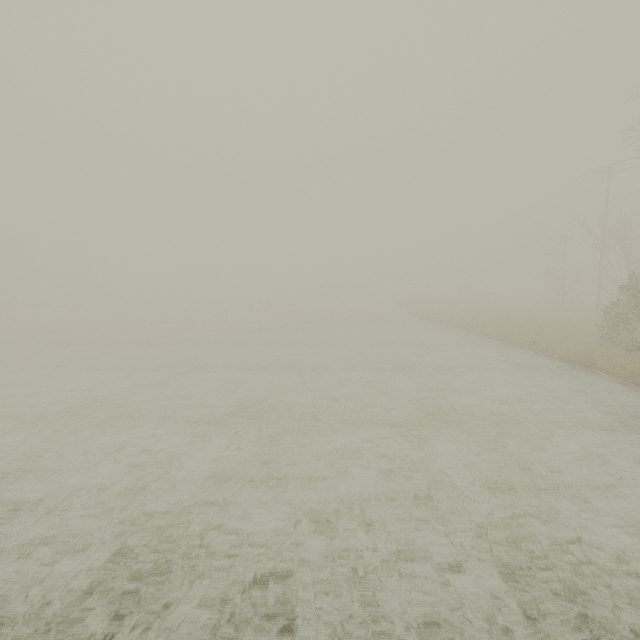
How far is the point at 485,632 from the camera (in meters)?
3.72
